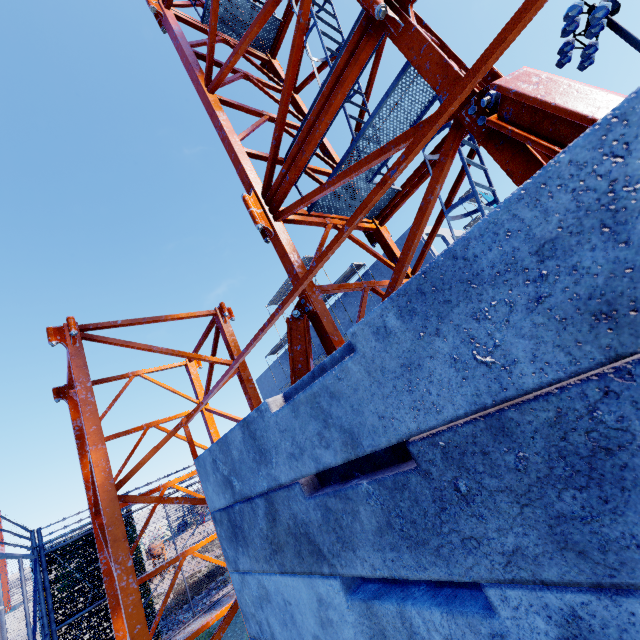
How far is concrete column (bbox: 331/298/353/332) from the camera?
28.0m

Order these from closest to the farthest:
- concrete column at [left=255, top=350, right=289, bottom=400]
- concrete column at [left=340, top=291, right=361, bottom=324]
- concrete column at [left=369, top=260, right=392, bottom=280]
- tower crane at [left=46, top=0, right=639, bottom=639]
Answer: tower crane at [left=46, top=0, right=639, bottom=639]
concrete column at [left=369, top=260, right=392, bottom=280]
concrete column at [left=340, top=291, right=361, bottom=324]
concrete column at [left=255, top=350, right=289, bottom=400]

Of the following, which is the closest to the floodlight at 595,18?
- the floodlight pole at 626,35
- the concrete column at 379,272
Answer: the floodlight pole at 626,35

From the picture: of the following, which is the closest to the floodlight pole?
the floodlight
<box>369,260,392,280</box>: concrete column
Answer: the floodlight

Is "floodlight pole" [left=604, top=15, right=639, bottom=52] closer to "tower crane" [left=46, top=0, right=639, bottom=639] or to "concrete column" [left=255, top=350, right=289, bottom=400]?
"tower crane" [left=46, top=0, right=639, bottom=639]

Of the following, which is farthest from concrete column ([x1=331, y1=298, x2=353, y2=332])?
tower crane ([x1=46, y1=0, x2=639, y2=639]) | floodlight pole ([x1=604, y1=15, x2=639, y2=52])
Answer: tower crane ([x1=46, y1=0, x2=639, y2=639])

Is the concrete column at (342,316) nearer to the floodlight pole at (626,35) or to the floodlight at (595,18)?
the floodlight at (595,18)

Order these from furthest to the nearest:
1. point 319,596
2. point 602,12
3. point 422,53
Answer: point 602,12
point 422,53
point 319,596
